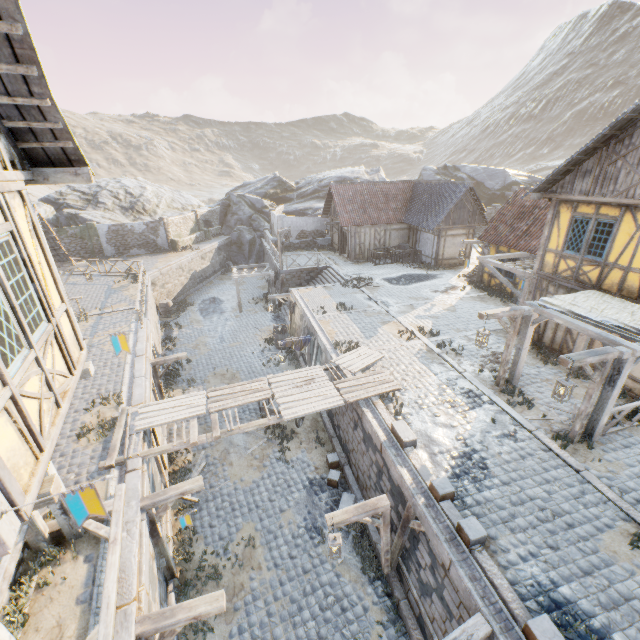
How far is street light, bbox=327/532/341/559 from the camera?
7.2 meters

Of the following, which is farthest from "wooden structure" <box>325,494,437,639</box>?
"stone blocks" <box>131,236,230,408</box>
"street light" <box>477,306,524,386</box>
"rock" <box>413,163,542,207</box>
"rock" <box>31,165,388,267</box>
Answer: "rock" <box>413,163,542,207</box>

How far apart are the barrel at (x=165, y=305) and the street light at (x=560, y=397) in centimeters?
2502cm

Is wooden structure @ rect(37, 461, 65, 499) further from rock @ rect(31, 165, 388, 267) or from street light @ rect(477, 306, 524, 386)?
rock @ rect(31, 165, 388, 267)

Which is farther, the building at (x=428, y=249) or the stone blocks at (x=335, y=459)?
the building at (x=428, y=249)

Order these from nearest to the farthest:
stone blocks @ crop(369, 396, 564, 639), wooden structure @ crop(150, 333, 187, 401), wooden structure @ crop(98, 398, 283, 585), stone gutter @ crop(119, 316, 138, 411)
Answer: stone blocks @ crop(369, 396, 564, 639) < wooden structure @ crop(98, 398, 283, 585) < stone gutter @ crop(119, 316, 138, 411) < wooden structure @ crop(150, 333, 187, 401)

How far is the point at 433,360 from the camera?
12.9 meters

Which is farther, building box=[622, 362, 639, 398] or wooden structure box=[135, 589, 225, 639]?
building box=[622, 362, 639, 398]
